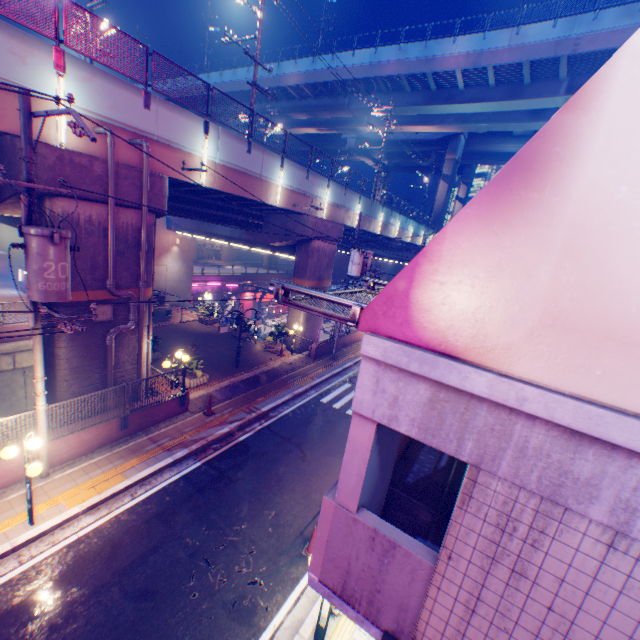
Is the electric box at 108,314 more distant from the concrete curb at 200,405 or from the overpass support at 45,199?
the concrete curb at 200,405

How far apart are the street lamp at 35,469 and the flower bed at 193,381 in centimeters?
700cm

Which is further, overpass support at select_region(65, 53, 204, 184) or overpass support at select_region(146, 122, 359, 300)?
overpass support at select_region(146, 122, 359, 300)

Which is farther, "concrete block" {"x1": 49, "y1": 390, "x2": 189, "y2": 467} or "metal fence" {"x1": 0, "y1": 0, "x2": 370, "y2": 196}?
"concrete block" {"x1": 49, "y1": 390, "x2": 189, "y2": 467}

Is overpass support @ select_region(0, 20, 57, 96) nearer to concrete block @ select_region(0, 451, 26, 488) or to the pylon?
concrete block @ select_region(0, 451, 26, 488)

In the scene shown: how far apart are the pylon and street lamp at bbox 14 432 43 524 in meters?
7.9

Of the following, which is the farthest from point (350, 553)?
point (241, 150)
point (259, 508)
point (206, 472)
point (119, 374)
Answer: point (241, 150)

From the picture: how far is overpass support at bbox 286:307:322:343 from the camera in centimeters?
2244cm
